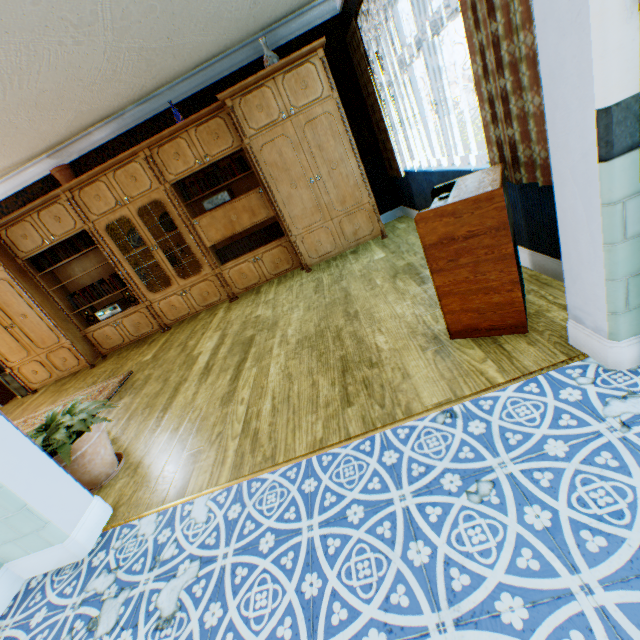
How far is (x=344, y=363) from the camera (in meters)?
2.48

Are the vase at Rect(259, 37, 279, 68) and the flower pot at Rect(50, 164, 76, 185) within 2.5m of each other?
no

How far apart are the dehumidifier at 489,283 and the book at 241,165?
3.45m

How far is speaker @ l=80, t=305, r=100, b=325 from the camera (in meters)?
5.63

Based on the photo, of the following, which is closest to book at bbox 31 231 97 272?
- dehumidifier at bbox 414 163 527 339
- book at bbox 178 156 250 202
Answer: book at bbox 178 156 250 202

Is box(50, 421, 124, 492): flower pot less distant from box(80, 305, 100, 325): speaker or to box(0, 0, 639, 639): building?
box(0, 0, 639, 639): building

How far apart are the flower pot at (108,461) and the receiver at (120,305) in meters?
3.4

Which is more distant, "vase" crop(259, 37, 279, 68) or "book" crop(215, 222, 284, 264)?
"book" crop(215, 222, 284, 264)
